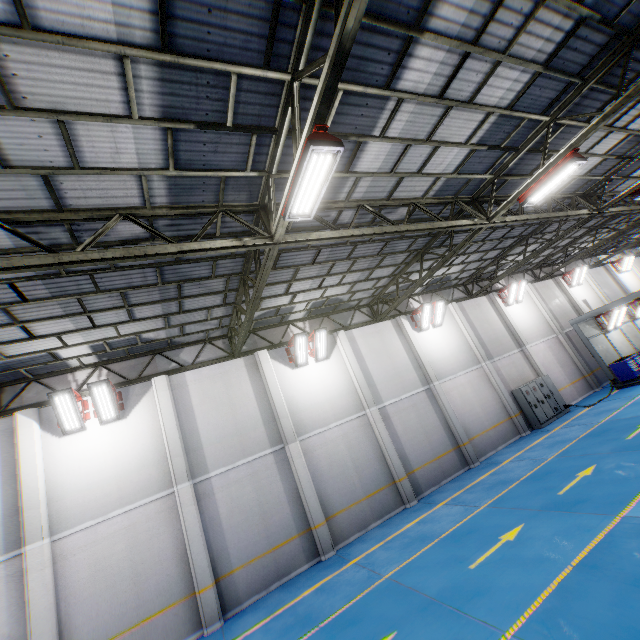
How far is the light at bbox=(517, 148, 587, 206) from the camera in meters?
8.3

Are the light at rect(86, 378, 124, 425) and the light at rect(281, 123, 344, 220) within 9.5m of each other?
yes

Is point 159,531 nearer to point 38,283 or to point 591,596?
point 38,283

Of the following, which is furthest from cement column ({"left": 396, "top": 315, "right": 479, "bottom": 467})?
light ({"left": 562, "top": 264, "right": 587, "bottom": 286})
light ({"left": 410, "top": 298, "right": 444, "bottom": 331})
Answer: light ({"left": 562, "top": 264, "right": 587, "bottom": 286})

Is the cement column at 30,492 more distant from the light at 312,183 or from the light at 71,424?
the light at 312,183

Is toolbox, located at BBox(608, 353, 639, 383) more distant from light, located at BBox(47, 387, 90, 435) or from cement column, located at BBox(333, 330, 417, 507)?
light, located at BBox(47, 387, 90, 435)

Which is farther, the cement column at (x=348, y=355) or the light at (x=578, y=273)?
the light at (x=578, y=273)

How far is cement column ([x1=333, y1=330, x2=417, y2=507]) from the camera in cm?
1326
